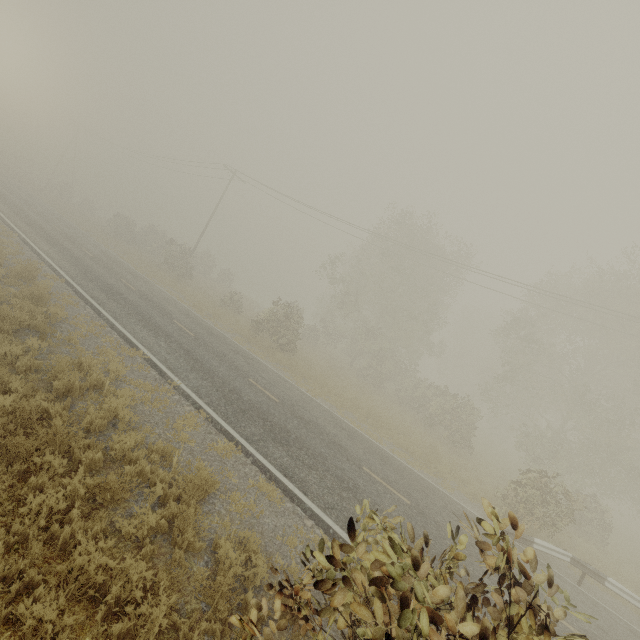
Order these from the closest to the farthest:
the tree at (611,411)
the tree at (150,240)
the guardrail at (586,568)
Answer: the tree at (611,411) → the guardrail at (586,568) → the tree at (150,240)

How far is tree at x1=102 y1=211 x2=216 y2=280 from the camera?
31.1m

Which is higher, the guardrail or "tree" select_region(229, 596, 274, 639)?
"tree" select_region(229, 596, 274, 639)

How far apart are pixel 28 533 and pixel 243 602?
3.14m

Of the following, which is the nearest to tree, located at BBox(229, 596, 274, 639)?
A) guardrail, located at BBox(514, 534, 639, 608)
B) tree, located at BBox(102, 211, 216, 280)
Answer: tree, located at BBox(102, 211, 216, 280)

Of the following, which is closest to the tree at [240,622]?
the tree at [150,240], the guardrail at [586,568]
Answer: the tree at [150,240]

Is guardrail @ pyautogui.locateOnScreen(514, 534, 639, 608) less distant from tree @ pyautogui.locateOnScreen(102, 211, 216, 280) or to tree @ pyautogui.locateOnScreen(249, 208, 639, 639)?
tree @ pyautogui.locateOnScreen(249, 208, 639, 639)
